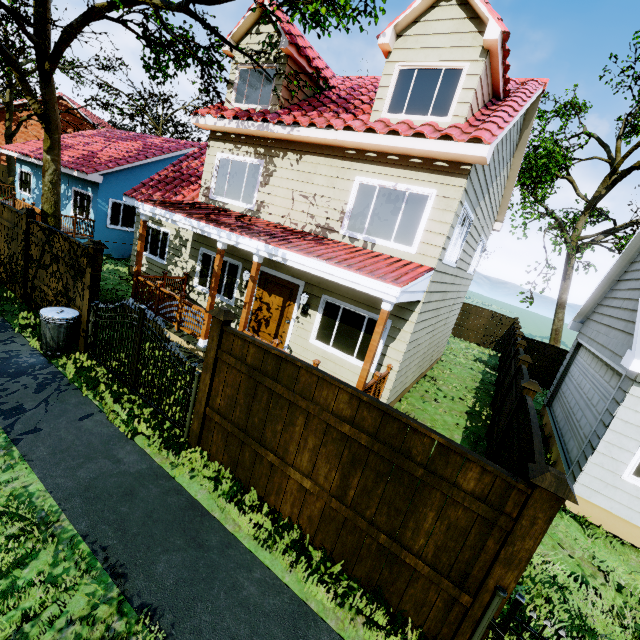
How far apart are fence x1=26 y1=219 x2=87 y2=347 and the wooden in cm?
602

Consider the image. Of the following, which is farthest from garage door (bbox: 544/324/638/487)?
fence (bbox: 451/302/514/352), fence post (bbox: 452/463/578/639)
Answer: fence post (bbox: 452/463/578/639)

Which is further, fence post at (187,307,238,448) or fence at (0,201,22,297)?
fence at (0,201,22,297)

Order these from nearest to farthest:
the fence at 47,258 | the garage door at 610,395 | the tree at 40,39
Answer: the garage door at 610,395, the fence at 47,258, the tree at 40,39

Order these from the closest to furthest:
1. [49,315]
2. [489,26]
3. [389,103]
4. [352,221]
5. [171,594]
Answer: [171,594]
[489,26]
[49,315]
[389,103]
[352,221]

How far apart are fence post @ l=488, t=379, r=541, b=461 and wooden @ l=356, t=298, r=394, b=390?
2.68m

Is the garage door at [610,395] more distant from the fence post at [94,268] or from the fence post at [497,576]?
the fence post at [94,268]

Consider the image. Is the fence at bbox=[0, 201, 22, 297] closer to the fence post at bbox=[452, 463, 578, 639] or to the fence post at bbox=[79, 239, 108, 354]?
the fence post at bbox=[79, 239, 108, 354]
